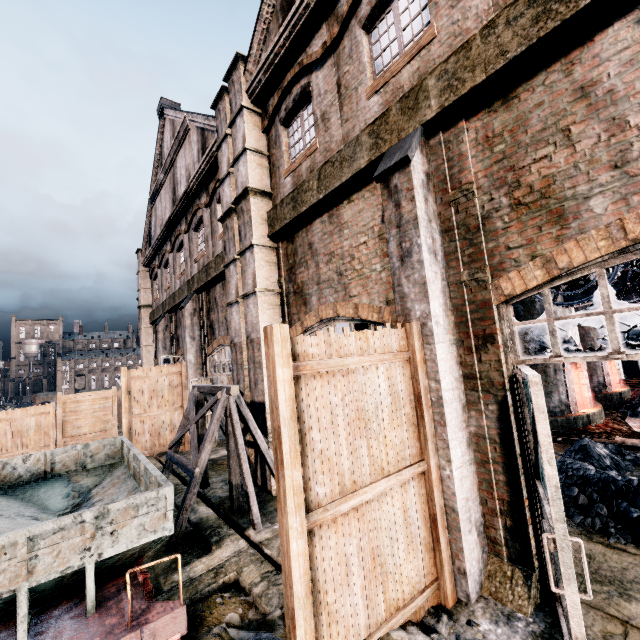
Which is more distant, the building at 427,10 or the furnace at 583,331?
the furnace at 583,331

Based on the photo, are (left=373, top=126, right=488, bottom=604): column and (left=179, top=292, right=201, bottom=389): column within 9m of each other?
no

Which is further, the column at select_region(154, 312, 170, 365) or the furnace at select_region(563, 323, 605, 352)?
the column at select_region(154, 312, 170, 365)

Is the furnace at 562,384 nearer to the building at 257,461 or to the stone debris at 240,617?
the building at 257,461

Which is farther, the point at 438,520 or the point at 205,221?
the point at 205,221

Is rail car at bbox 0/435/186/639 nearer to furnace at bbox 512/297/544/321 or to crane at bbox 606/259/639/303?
furnace at bbox 512/297/544/321

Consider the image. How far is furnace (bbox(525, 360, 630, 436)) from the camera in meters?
12.5 m

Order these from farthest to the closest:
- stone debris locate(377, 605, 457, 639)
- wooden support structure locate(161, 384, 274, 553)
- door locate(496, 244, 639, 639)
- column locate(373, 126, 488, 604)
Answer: wooden support structure locate(161, 384, 274, 553) < column locate(373, 126, 488, 604) < stone debris locate(377, 605, 457, 639) < door locate(496, 244, 639, 639)
